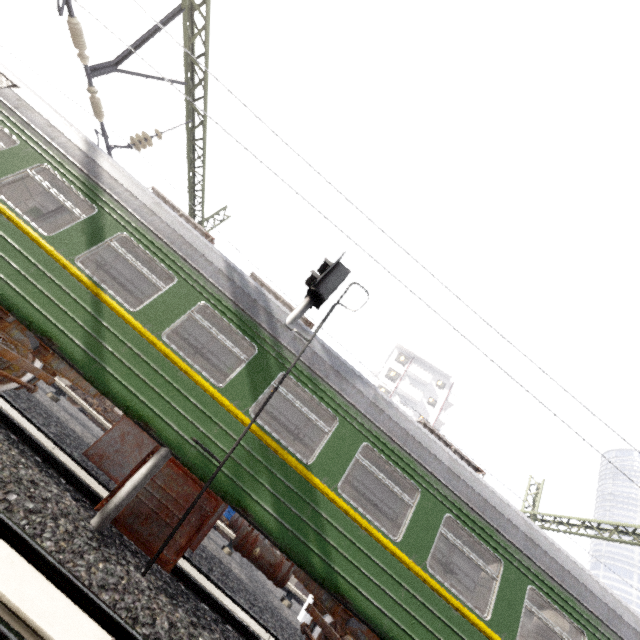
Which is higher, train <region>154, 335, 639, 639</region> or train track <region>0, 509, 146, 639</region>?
train <region>154, 335, 639, 639</region>

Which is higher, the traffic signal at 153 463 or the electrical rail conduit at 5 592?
the traffic signal at 153 463

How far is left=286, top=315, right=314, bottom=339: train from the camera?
6.04m

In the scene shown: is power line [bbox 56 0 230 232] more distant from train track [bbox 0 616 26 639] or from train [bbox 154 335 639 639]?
train track [bbox 0 616 26 639]

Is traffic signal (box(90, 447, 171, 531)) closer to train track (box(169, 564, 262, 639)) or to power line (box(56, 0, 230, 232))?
train track (box(169, 564, 262, 639))

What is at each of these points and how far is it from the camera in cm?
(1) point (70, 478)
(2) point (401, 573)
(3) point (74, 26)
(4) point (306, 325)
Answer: (1) train track, 520
(2) train, 489
(3) power line, 595
(4) train, 680

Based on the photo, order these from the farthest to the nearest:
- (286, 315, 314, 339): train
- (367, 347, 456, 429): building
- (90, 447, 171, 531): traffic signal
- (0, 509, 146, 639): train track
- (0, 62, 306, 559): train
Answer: (367, 347, 456, 429): building, (286, 315, 314, 339): train, (0, 62, 306, 559): train, (90, 447, 171, 531): traffic signal, (0, 509, 146, 639): train track

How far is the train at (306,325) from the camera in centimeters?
604cm
